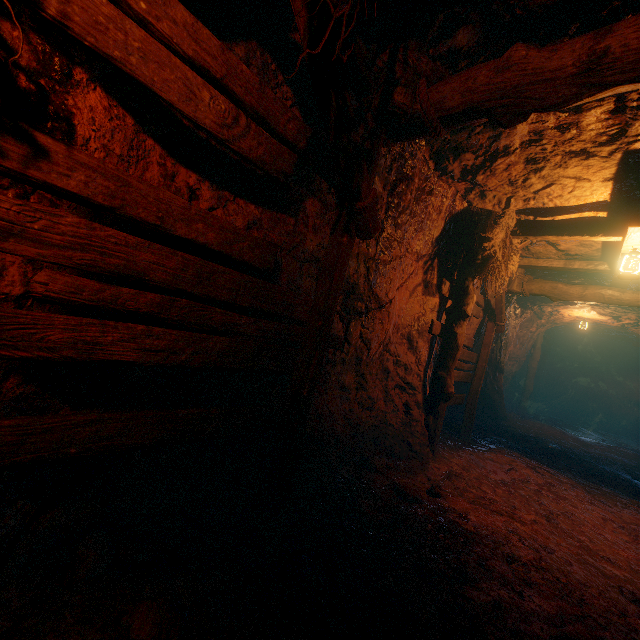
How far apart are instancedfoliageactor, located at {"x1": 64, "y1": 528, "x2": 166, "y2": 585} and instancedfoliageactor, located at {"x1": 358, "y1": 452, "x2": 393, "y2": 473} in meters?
2.9 m

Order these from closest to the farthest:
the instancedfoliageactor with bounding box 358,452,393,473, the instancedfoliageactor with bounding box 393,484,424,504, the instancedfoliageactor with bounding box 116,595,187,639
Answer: the instancedfoliageactor with bounding box 116,595,187,639 < the instancedfoliageactor with bounding box 393,484,424,504 < the instancedfoliageactor with bounding box 358,452,393,473

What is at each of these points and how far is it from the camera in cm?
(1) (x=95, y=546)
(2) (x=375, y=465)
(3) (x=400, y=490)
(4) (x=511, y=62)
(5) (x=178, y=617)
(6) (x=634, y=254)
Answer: (1) instancedfoliageactor, 205
(2) instancedfoliageactor, 452
(3) instancedfoliageactor, 375
(4) z, 214
(5) instancedfoliageactor, 173
(6) lantern, 461

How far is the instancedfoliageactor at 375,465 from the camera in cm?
452

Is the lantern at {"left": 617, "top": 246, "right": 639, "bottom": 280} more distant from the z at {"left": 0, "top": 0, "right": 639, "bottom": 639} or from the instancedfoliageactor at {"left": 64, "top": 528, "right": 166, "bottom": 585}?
the instancedfoliageactor at {"left": 64, "top": 528, "right": 166, "bottom": 585}

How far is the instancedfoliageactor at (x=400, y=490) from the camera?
3.70m

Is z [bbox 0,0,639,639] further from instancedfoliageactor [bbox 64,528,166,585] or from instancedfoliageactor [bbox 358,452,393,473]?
instancedfoliageactor [bbox 358,452,393,473]

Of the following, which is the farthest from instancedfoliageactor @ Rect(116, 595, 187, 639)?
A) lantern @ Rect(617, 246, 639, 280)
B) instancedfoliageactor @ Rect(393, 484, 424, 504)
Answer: lantern @ Rect(617, 246, 639, 280)
